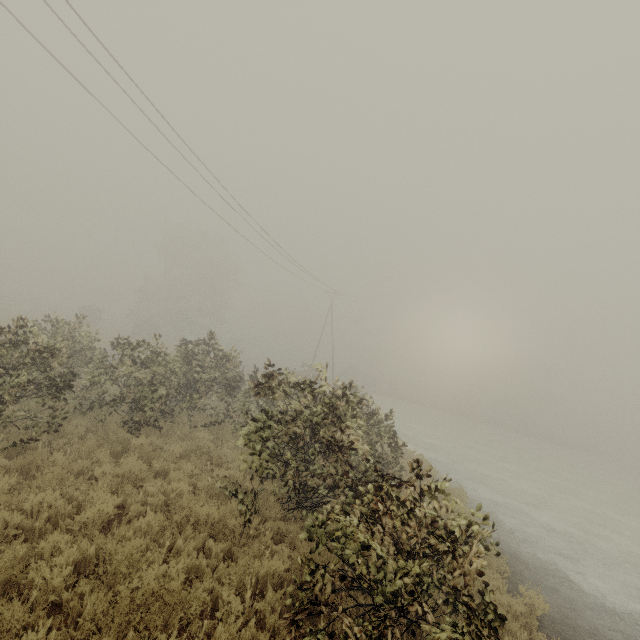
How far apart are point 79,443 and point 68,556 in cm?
428
